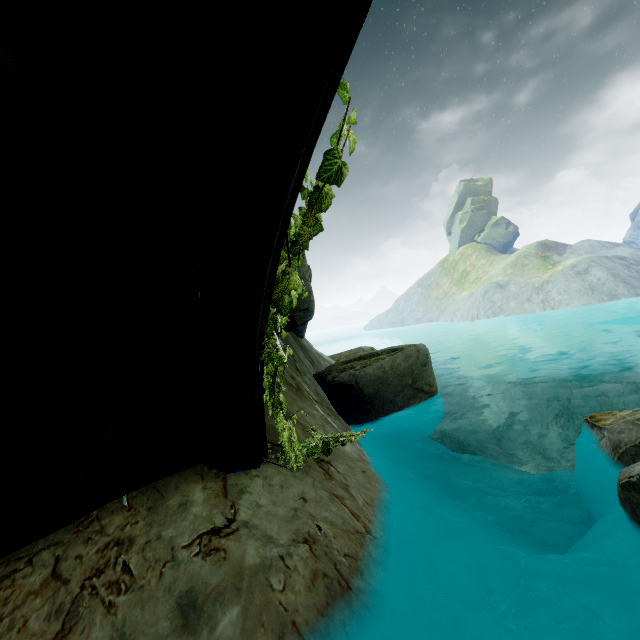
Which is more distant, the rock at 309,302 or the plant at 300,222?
the rock at 309,302

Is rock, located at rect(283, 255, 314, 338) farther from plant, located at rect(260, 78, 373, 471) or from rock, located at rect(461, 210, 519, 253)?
rock, located at rect(461, 210, 519, 253)

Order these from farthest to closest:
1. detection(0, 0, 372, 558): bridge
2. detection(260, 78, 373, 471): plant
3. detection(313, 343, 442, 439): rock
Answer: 1. detection(313, 343, 442, 439): rock
2. detection(260, 78, 373, 471): plant
3. detection(0, 0, 372, 558): bridge

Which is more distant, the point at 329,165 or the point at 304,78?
the point at 329,165

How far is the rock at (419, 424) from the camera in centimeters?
773cm

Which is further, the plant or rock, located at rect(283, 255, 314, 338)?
rock, located at rect(283, 255, 314, 338)

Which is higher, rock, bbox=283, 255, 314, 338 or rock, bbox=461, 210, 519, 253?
rock, bbox=461, 210, 519, 253

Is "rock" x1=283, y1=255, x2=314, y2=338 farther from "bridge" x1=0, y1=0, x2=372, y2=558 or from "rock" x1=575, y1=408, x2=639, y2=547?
"rock" x1=575, y1=408, x2=639, y2=547
